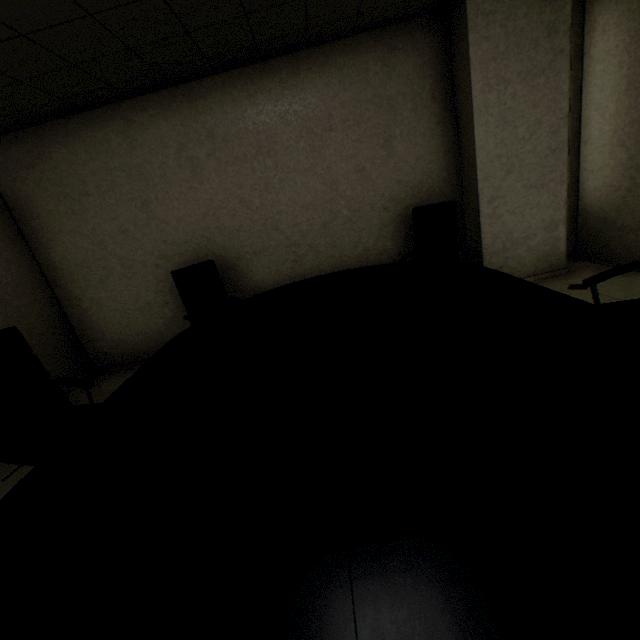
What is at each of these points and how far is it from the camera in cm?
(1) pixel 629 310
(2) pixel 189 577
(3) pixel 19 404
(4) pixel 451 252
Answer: (1) chair, 182
(2) table, 74
(3) chair, 221
(4) chair, 328

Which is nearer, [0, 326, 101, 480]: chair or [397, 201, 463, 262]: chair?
[0, 326, 101, 480]: chair

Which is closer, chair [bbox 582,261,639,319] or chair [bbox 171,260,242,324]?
chair [bbox 582,261,639,319]

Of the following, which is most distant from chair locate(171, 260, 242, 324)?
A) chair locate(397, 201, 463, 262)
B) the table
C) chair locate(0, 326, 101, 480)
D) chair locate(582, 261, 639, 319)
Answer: chair locate(582, 261, 639, 319)

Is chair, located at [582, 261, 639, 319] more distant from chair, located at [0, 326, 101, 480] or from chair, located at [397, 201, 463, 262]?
chair, located at [0, 326, 101, 480]

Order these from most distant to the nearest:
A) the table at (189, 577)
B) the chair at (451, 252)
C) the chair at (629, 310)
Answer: the chair at (451, 252), the chair at (629, 310), the table at (189, 577)

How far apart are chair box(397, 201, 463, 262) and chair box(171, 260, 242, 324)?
1.66m

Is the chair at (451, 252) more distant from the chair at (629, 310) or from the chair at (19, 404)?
the chair at (19, 404)
